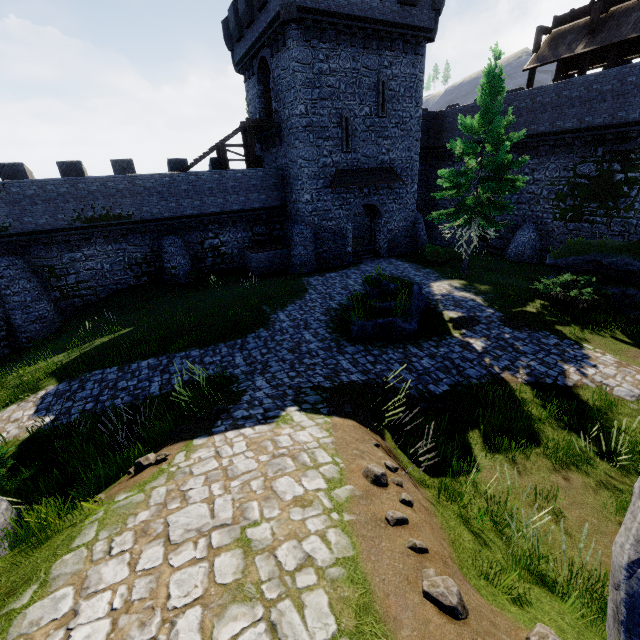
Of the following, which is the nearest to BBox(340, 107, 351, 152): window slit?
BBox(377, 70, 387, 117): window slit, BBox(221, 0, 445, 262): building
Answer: BBox(221, 0, 445, 262): building

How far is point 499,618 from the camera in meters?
2.9 m

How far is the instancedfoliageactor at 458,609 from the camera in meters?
2.4

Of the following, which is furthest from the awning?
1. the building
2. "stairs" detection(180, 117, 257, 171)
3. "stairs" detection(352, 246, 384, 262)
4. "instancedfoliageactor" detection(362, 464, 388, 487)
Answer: "instancedfoliageactor" detection(362, 464, 388, 487)

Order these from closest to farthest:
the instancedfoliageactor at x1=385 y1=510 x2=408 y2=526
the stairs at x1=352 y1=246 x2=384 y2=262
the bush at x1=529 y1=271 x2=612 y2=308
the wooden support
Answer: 1. the instancedfoliageactor at x1=385 y1=510 x2=408 y2=526
2. the bush at x1=529 y1=271 x2=612 y2=308
3. the wooden support
4. the stairs at x1=352 y1=246 x2=384 y2=262

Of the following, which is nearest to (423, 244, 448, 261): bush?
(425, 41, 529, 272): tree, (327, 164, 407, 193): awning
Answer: (425, 41, 529, 272): tree

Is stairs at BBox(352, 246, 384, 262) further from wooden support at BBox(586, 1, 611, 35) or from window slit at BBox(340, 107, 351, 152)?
wooden support at BBox(586, 1, 611, 35)

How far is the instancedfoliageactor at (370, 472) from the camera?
4.14m
